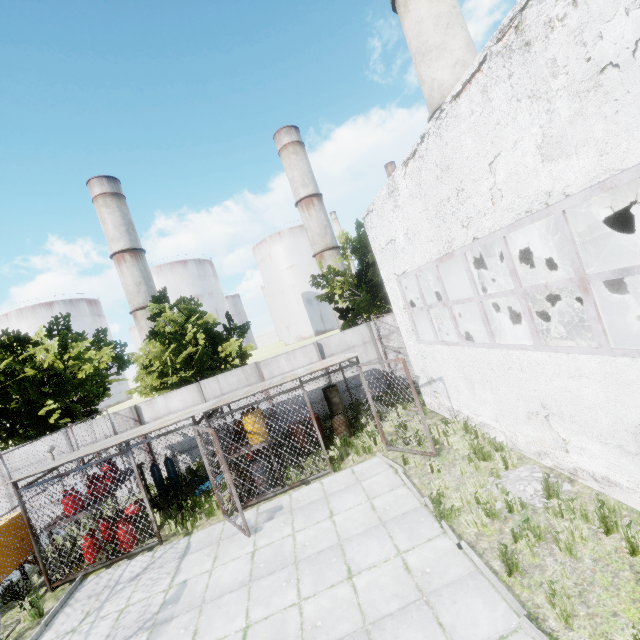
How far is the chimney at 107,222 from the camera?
57.6m

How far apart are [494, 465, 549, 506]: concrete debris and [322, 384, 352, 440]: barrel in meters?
6.3 m

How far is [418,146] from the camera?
7.7 meters

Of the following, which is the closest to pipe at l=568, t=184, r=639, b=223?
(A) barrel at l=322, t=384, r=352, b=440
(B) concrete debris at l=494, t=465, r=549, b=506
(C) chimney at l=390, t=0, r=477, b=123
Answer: (C) chimney at l=390, t=0, r=477, b=123

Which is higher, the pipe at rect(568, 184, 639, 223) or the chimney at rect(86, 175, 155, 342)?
the chimney at rect(86, 175, 155, 342)

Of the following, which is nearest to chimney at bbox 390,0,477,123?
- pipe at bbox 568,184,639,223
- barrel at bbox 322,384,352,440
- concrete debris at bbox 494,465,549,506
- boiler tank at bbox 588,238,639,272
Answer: boiler tank at bbox 588,238,639,272

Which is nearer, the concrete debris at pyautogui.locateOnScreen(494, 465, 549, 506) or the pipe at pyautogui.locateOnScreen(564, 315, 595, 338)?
the concrete debris at pyautogui.locateOnScreen(494, 465, 549, 506)

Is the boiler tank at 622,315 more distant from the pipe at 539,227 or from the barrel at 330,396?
the pipe at 539,227
